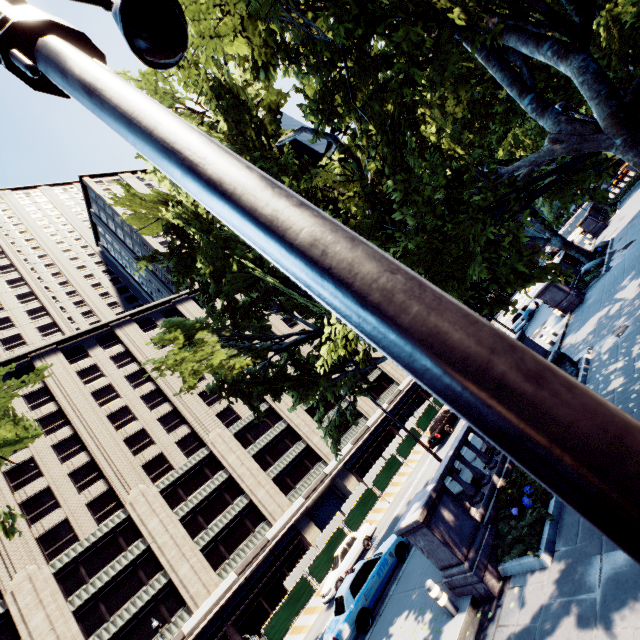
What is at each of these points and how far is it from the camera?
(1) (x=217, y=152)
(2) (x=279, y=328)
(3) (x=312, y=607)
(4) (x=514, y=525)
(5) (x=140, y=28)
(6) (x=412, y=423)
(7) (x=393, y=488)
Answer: (1) light, 0.8m
(2) building, 57.7m
(3) concrete barrier, 20.5m
(4) bush, 8.0m
(5) light, 2.0m
(6) fence, 42.0m
(7) concrete barrier, 27.1m

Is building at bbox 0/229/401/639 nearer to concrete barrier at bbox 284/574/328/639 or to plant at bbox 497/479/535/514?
concrete barrier at bbox 284/574/328/639

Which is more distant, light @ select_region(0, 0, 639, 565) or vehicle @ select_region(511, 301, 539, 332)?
vehicle @ select_region(511, 301, 539, 332)

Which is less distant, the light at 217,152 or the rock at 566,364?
the light at 217,152

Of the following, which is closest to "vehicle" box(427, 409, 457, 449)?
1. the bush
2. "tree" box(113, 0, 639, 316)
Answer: "tree" box(113, 0, 639, 316)

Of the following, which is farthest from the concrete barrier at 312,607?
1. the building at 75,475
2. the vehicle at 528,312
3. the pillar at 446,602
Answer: the pillar at 446,602

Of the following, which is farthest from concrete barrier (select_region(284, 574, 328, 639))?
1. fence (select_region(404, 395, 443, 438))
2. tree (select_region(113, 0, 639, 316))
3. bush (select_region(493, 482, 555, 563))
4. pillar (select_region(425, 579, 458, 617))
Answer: bush (select_region(493, 482, 555, 563))

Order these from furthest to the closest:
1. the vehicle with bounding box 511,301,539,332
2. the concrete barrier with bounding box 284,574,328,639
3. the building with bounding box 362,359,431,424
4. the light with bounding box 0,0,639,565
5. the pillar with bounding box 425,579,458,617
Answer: the building with bounding box 362,359,431,424, the vehicle with bounding box 511,301,539,332, the concrete barrier with bounding box 284,574,328,639, the pillar with bounding box 425,579,458,617, the light with bounding box 0,0,639,565
